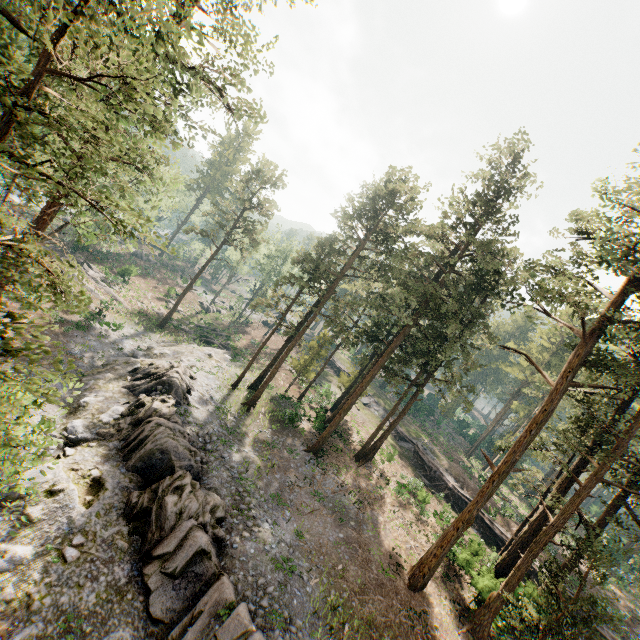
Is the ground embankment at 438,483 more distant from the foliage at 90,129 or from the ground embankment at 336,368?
the ground embankment at 336,368

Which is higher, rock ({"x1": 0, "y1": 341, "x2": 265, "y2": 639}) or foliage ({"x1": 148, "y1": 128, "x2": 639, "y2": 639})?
foliage ({"x1": 148, "y1": 128, "x2": 639, "y2": 639})

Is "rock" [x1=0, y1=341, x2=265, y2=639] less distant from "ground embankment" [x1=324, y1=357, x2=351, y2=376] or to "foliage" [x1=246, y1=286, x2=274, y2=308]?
"foliage" [x1=246, y1=286, x2=274, y2=308]

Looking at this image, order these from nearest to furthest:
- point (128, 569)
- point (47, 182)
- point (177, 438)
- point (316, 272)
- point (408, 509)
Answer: point (47, 182) < point (128, 569) < point (177, 438) < point (408, 509) < point (316, 272)

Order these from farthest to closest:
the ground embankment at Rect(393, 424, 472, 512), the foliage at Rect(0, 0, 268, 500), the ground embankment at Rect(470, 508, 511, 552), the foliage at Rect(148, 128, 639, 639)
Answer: the ground embankment at Rect(393, 424, 472, 512), the ground embankment at Rect(470, 508, 511, 552), the foliage at Rect(148, 128, 639, 639), the foliage at Rect(0, 0, 268, 500)

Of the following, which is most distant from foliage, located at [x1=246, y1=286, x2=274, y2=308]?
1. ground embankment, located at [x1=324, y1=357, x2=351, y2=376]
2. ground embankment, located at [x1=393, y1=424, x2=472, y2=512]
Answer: ground embankment, located at [x1=324, y1=357, x2=351, y2=376]

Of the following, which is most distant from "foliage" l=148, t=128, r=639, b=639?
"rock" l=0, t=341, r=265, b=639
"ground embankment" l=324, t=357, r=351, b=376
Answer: "ground embankment" l=324, t=357, r=351, b=376

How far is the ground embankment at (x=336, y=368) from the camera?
54.88m
